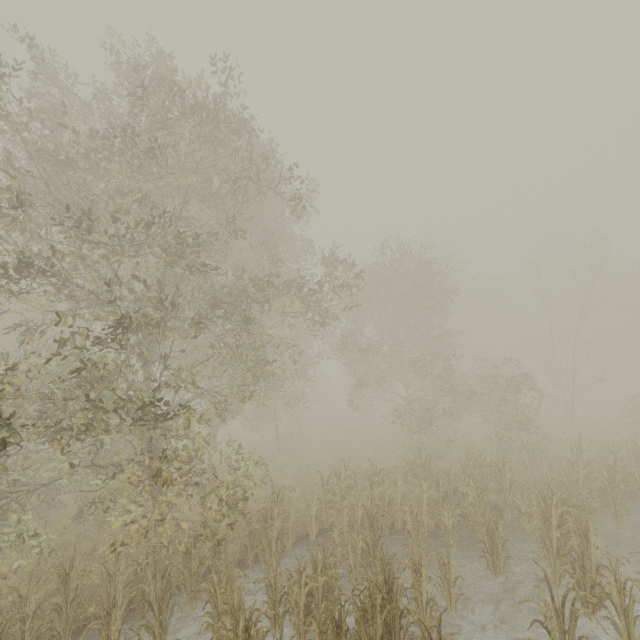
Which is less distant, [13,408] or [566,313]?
[13,408]
